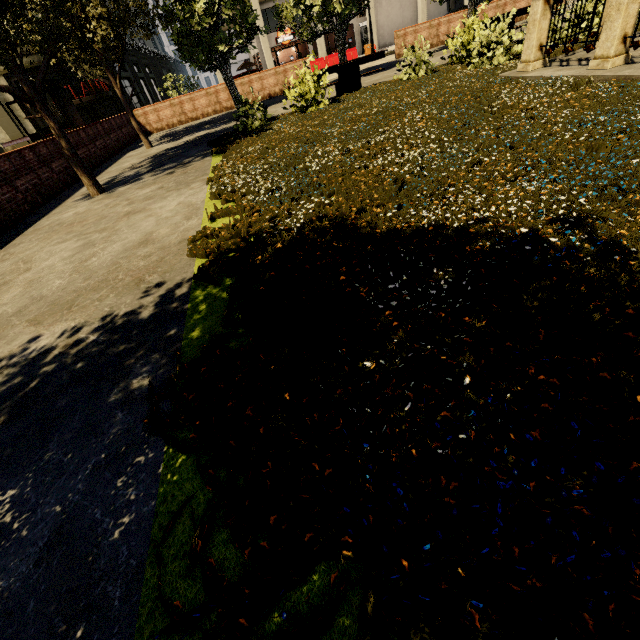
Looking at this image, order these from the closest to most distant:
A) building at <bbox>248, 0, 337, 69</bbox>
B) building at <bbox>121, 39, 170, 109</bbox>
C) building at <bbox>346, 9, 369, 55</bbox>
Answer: building at <bbox>248, 0, 337, 69</bbox>, building at <bbox>346, 9, 369, 55</bbox>, building at <bbox>121, 39, 170, 109</bbox>

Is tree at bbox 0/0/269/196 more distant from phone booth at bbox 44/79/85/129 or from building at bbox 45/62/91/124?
building at bbox 45/62/91/124

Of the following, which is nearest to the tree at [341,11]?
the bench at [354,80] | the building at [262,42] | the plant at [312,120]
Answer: the plant at [312,120]

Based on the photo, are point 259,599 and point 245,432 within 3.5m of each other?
yes

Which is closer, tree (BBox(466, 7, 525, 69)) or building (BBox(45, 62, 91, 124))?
tree (BBox(466, 7, 525, 69))

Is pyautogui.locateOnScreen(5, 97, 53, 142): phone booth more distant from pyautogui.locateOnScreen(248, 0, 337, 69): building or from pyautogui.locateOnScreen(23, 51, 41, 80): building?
pyautogui.locateOnScreen(248, 0, 337, 69): building

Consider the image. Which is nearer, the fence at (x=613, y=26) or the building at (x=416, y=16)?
the fence at (x=613, y=26)

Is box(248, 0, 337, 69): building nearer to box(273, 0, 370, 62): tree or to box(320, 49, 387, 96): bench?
box(273, 0, 370, 62): tree
